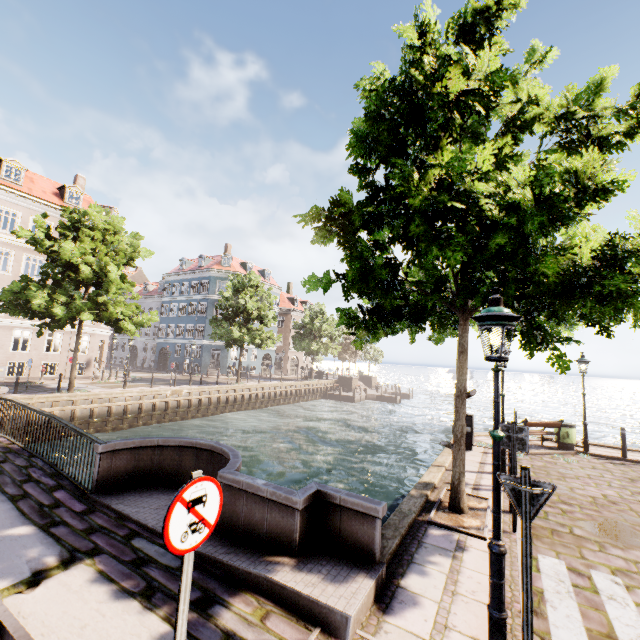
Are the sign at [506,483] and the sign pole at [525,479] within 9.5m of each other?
yes

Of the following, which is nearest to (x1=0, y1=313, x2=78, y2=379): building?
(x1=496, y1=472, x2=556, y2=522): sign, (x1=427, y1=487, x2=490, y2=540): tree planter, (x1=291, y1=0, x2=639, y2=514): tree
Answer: (x1=291, y1=0, x2=639, y2=514): tree

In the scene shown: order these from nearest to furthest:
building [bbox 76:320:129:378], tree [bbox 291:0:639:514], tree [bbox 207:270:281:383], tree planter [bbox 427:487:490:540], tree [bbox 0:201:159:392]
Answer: tree [bbox 291:0:639:514] < tree planter [bbox 427:487:490:540] < tree [bbox 0:201:159:392] < building [bbox 76:320:129:378] < tree [bbox 207:270:281:383]

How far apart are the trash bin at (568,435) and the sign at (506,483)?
12.2m

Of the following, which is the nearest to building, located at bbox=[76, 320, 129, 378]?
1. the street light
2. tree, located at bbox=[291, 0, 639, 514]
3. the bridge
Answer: tree, located at bbox=[291, 0, 639, 514]

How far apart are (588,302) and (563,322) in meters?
0.9

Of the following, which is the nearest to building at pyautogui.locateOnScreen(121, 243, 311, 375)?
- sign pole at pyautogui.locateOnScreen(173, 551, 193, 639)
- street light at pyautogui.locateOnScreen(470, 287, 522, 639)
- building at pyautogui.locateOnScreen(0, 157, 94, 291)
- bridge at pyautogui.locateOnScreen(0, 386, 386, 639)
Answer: street light at pyautogui.locateOnScreen(470, 287, 522, 639)

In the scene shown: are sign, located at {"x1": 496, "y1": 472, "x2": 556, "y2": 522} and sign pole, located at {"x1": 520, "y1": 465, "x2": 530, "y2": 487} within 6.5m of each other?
yes
